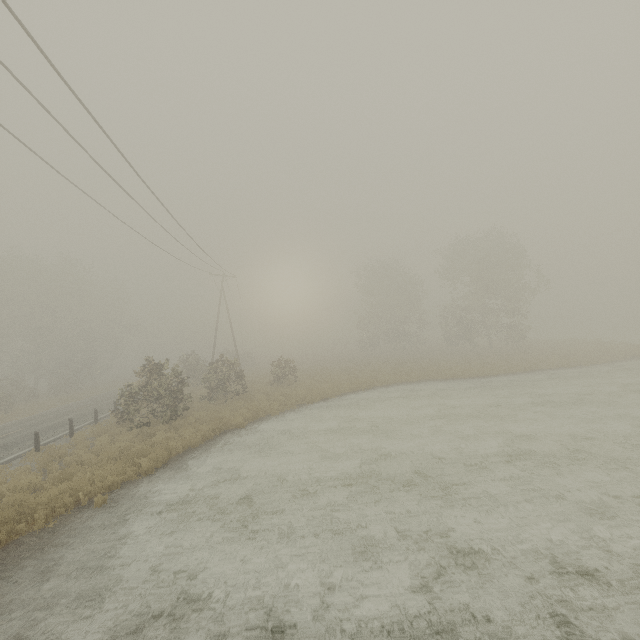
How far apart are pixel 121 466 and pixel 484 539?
11.4 meters
